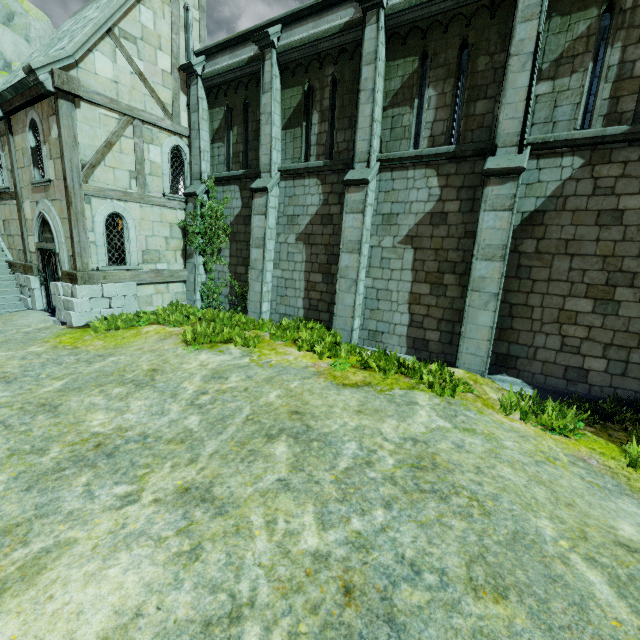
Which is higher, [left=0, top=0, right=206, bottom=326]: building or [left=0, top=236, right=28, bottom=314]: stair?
[left=0, top=0, right=206, bottom=326]: building

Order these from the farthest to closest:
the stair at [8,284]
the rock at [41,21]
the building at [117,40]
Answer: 1. the rock at [41,21]
2. the stair at [8,284]
3. the building at [117,40]

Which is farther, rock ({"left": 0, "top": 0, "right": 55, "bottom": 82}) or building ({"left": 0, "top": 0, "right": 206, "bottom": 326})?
rock ({"left": 0, "top": 0, "right": 55, "bottom": 82})

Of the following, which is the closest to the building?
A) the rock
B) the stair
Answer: the stair

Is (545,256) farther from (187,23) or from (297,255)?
(187,23)

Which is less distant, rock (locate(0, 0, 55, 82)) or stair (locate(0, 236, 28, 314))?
stair (locate(0, 236, 28, 314))

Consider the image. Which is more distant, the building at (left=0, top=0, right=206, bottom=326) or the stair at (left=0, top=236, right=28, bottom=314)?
the stair at (left=0, top=236, right=28, bottom=314)

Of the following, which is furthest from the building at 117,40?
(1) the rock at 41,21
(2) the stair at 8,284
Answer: (1) the rock at 41,21
